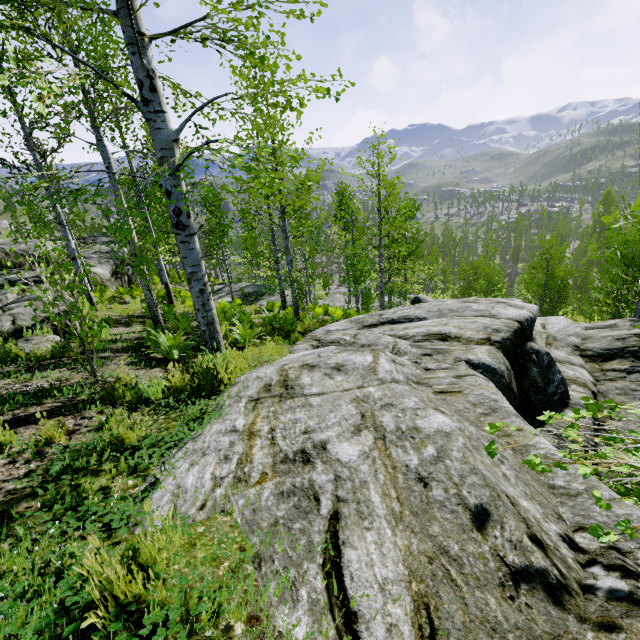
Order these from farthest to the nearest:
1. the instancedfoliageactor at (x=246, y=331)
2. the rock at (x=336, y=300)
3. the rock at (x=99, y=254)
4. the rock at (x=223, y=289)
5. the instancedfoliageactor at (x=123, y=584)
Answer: the rock at (x=336, y=300)
the rock at (x=223, y=289)
the rock at (x=99, y=254)
the instancedfoliageactor at (x=246, y=331)
the instancedfoliageactor at (x=123, y=584)

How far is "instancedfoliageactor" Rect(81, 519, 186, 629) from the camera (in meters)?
1.29

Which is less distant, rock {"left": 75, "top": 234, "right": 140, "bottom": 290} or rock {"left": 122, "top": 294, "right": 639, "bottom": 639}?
rock {"left": 122, "top": 294, "right": 639, "bottom": 639}

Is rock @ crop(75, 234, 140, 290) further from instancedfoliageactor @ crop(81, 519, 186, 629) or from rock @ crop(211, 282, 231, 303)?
instancedfoliageactor @ crop(81, 519, 186, 629)

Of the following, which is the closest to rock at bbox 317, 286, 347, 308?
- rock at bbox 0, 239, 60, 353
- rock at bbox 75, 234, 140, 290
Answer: rock at bbox 0, 239, 60, 353

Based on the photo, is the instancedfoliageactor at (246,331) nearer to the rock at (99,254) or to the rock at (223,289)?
the rock at (223,289)

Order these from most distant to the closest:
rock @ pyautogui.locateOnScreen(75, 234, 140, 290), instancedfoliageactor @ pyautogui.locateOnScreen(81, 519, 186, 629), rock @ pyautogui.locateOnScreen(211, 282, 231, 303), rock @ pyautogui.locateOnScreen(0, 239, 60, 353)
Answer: rock @ pyautogui.locateOnScreen(211, 282, 231, 303) → rock @ pyautogui.locateOnScreen(75, 234, 140, 290) → rock @ pyautogui.locateOnScreen(0, 239, 60, 353) → instancedfoliageactor @ pyautogui.locateOnScreen(81, 519, 186, 629)

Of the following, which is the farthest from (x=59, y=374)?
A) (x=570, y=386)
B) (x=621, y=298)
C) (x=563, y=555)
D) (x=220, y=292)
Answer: (x=220, y=292)
